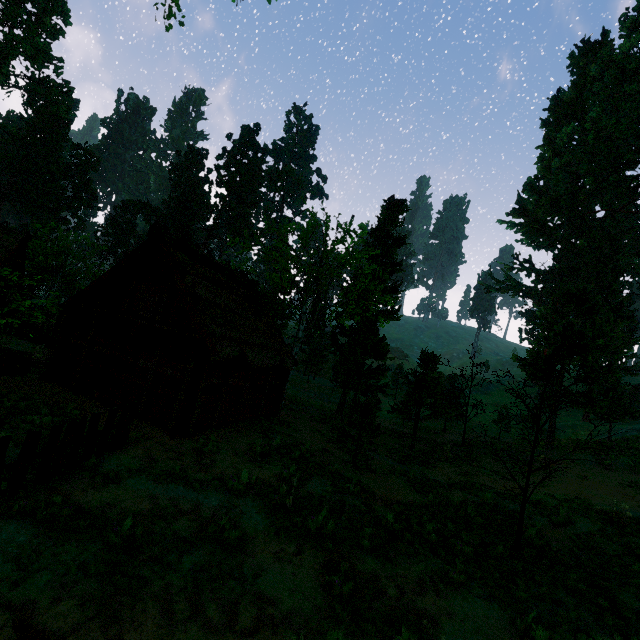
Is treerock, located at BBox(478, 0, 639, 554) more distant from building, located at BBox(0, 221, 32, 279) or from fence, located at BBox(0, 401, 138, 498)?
fence, located at BBox(0, 401, 138, 498)

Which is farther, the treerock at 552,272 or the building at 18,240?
the building at 18,240

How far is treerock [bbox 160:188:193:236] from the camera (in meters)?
57.66

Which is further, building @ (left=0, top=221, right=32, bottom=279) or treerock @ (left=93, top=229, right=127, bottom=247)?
treerock @ (left=93, top=229, right=127, bottom=247)

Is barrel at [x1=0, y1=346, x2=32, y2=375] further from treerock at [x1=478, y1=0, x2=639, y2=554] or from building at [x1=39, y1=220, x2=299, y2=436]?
treerock at [x1=478, y1=0, x2=639, y2=554]

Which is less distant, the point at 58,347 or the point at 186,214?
the point at 58,347

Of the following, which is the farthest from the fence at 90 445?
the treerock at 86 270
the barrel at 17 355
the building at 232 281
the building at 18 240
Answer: the barrel at 17 355
